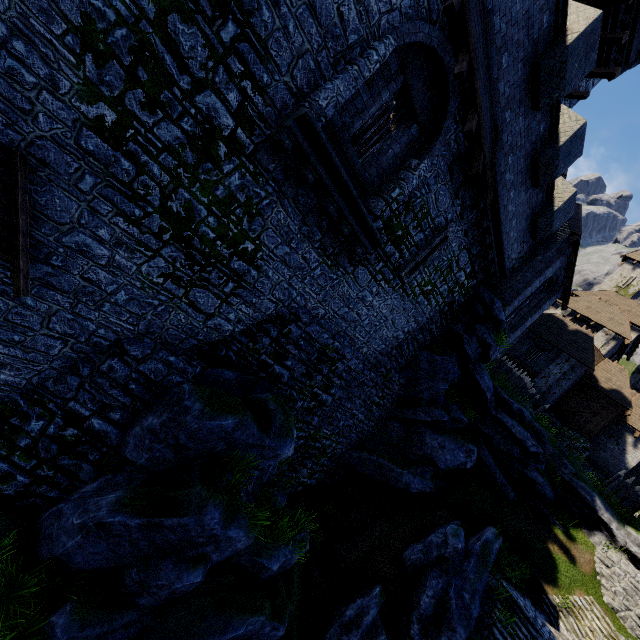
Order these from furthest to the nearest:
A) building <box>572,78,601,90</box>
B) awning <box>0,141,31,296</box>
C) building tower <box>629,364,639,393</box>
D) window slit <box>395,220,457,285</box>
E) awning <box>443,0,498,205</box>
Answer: building tower <box>629,364,639,393</box>
building <box>572,78,601,90</box>
window slit <box>395,220,457,285</box>
awning <box>443,0,498,205</box>
awning <box>0,141,31,296</box>

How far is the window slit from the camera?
11.12m

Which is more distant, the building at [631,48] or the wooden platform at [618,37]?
the building at [631,48]

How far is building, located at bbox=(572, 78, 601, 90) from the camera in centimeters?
1873cm

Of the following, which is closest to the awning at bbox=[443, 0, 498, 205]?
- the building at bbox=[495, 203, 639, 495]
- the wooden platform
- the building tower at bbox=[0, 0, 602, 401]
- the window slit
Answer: the building tower at bbox=[0, 0, 602, 401]

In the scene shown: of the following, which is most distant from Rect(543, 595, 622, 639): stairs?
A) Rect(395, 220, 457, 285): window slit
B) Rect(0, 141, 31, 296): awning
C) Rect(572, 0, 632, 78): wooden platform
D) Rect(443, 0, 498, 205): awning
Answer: Rect(572, 0, 632, 78): wooden platform

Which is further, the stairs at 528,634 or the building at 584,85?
the building at 584,85

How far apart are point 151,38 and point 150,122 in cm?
115
